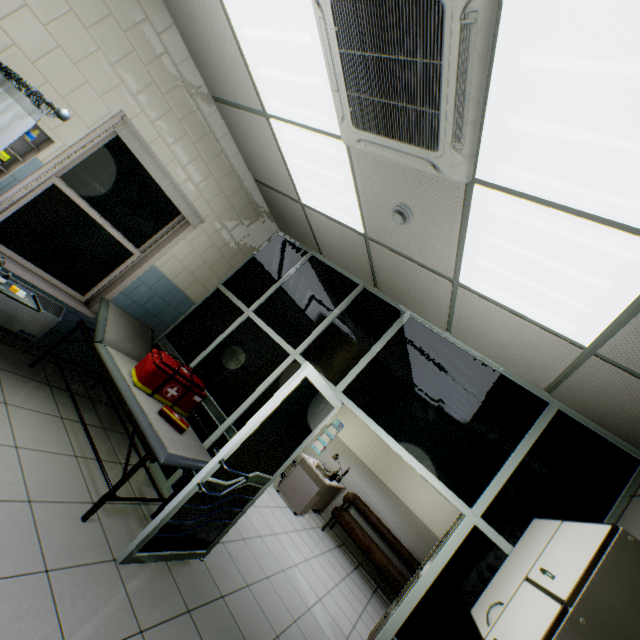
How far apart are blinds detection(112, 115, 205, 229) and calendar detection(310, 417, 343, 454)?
6.38m

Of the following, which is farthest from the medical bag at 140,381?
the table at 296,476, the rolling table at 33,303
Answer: the table at 296,476

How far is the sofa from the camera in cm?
612

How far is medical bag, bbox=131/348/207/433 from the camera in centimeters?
297cm

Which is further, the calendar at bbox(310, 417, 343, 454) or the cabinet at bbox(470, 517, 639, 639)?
the calendar at bbox(310, 417, 343, 454)

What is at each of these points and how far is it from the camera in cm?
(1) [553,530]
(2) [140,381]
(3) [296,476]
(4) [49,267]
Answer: (1) cabinet, 189
(2) medical bag, 297
(3) table, 652
(4) window, 333

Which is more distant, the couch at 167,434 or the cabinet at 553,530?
the couch at 167,434

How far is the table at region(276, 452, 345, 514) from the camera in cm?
627
